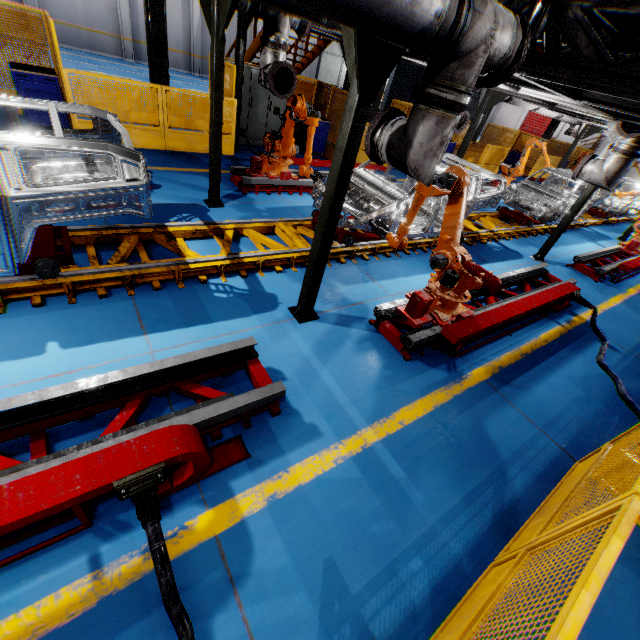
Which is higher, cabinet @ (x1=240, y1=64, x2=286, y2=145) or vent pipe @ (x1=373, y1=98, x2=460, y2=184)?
vent pipe @ (x1=373, y1=98, x2=460, y2=184)

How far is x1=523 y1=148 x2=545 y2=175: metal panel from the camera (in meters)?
20.25

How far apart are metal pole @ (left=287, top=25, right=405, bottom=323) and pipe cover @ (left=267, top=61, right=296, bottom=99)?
3.4 meters

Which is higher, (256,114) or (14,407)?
(256,114)

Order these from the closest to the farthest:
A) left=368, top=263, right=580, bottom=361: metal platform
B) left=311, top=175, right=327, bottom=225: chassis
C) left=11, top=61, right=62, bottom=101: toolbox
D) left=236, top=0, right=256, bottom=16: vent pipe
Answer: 1. left=368, top=263, right=580, bottom=361: metal platform
2. left=236, top=0, right=256, bottom=16: vent pipe
3. left=311, top=175, right=327, bottom=225: chassis
4. left=11, top=61, right=62, bottom=101: toolbox

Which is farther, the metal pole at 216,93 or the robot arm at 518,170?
the robot arm at 518,170

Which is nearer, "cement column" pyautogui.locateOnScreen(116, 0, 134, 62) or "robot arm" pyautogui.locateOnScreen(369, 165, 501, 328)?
"robot arm" pyautogui.locateOnScreen(369, 165, 501, 328)

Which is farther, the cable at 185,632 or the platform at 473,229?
the platform at 473,229
